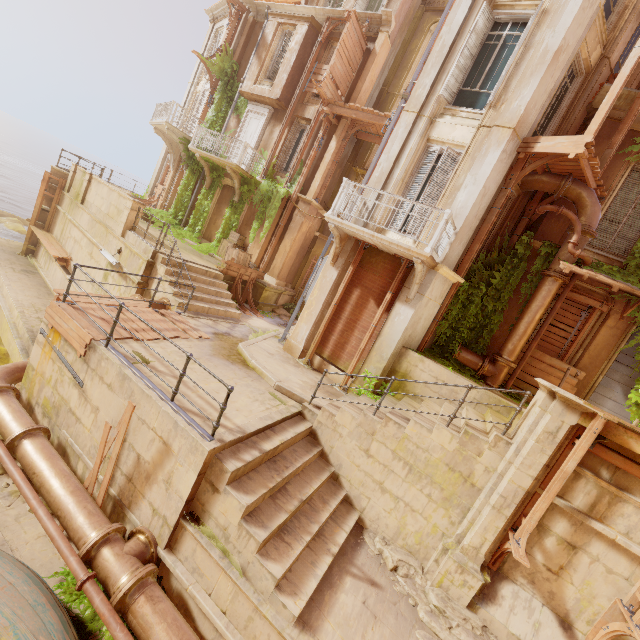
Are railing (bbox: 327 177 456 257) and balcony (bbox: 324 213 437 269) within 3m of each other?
yes

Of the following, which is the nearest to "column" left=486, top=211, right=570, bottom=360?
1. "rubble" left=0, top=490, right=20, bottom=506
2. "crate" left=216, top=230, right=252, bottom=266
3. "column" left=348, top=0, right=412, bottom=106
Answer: "column" left=348, top=0, right=412, bottom=106

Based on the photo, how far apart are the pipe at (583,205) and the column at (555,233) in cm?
4

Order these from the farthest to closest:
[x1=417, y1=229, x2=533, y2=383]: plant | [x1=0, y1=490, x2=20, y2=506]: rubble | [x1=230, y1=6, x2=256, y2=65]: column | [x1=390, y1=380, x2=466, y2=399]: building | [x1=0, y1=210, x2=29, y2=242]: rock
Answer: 1. [x1=0, y1=210, x2=29, y2=242]: rock
2. [x1=230, y1=6, x2=256, y2=65]: column
3. [x1=417, y1=229, x2=533, y2=383]: plant
4. [x1=390, y1=380, x2=466, y2=399]: building
5. [x1=0, y1=490, x2=20, y2=506]: rubble

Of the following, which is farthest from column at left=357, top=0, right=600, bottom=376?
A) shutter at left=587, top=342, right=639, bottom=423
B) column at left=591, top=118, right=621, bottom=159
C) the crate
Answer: the crate

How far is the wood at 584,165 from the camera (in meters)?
7.65

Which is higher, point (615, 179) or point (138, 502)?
point (615, 179)

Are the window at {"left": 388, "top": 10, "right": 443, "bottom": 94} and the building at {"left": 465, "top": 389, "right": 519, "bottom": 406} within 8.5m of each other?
no
